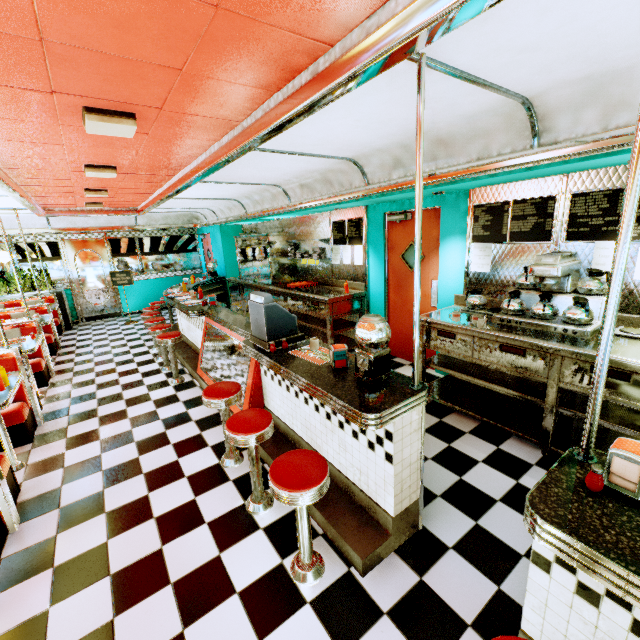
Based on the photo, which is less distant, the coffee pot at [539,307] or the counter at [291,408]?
the counter at [291,408]

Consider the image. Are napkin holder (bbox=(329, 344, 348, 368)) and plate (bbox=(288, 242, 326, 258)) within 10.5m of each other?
yes

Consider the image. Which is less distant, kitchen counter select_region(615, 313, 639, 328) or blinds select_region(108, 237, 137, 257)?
kitchen counter select_region(615, 313, 639, 328)

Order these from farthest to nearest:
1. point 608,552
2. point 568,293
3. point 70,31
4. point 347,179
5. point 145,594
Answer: point 347,179, point 568,293, point 145,594, point 70,31, point 608,552

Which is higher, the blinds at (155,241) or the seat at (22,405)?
the blinds at (155,241)

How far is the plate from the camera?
6.51m

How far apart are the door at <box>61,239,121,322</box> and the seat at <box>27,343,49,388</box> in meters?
4.8

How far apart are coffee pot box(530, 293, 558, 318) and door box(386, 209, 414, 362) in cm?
131
